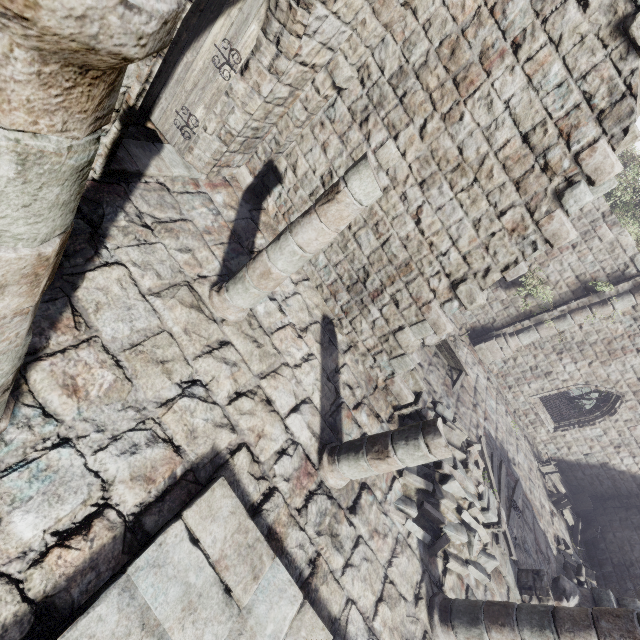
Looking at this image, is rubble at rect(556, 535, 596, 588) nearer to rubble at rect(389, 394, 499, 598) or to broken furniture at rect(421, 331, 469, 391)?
rubble at rect(389, 394, 499, 598)

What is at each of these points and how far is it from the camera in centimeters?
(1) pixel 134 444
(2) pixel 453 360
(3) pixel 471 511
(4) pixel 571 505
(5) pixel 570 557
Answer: (1) building, 374cm
(2) broken furniture, 1182cm
(3) rubble, 737cm
(4) broken furniture, 1301cm
(5) rubble, 1162cm

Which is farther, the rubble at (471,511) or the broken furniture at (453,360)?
the broken furniture at (453,360)

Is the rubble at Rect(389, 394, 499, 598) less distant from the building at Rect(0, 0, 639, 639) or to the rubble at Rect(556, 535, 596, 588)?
the building at Rect(0, 0, 639, 639)

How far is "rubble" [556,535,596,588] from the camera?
10.7m

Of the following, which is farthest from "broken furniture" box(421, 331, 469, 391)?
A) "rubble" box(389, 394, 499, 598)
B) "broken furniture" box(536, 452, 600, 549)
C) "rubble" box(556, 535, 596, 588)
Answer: "broken furniture" box(536, 452, 600, 549)

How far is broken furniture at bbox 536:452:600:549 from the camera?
13.2 meters

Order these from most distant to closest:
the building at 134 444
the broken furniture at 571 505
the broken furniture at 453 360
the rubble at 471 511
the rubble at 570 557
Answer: the broken furniture at 571 505, the broken furniture at 453 360, the rubble at 570 557, the rubble at 471 511, the building at 134 444
